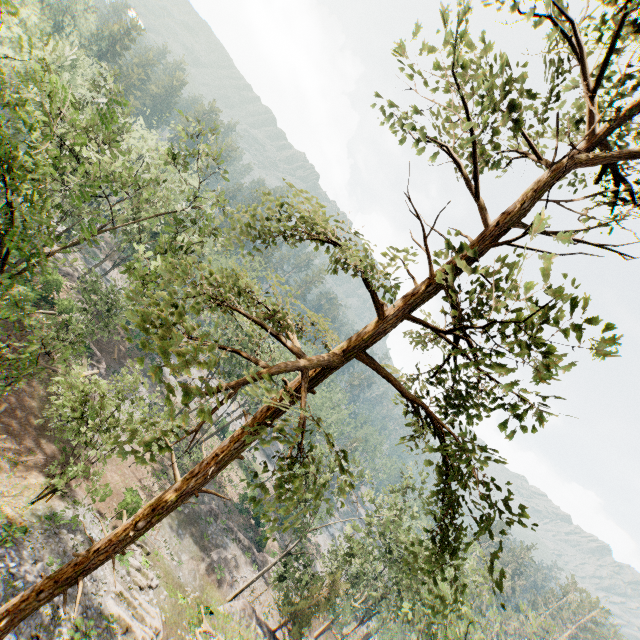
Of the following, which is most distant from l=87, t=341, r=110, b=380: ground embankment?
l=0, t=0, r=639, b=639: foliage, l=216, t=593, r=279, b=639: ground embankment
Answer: l=216, t=593, r=279, b=639: ground embankment

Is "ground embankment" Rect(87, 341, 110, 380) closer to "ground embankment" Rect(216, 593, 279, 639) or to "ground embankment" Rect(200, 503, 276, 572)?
"ground embankment" Rect(200, 503, 276, 572)

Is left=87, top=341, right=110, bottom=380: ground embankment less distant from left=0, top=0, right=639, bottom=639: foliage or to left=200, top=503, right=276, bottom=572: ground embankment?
left=200, top=503, right=276, bottom=572: ground embankment

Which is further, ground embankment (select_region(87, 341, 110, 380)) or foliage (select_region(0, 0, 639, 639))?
ground embankment (select_region(87, 341, 110, 380))

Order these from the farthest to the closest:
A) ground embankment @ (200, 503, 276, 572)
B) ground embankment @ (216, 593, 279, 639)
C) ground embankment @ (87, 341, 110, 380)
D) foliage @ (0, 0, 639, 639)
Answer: Answer: ground embankment @ (200, 503, 276, 572) → ground embankment @ (87, 341, 110, 380) → ground embankment @ (216, 593, 279, 639) → foliage @ (0, 0, 639, 639)

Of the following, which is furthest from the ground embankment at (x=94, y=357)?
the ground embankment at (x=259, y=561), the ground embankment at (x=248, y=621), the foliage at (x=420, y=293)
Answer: the ground embankment at (x=248, y=621)

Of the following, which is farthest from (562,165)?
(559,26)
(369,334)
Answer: (369,334)
